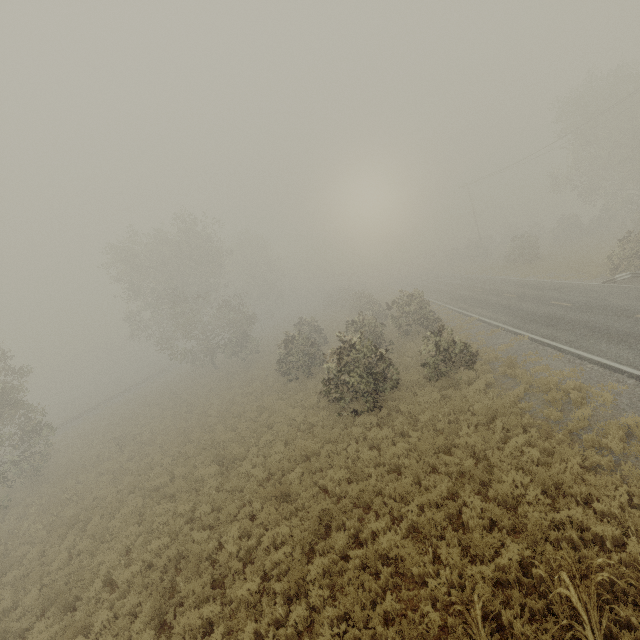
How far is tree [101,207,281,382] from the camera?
31.14m

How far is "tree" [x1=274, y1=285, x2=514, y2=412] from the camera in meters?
14.7

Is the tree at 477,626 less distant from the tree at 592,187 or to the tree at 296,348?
the tree at 296,348

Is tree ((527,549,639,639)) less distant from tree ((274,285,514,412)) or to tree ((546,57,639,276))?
tree ((274,285,514,412))

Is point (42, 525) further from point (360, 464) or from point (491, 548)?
point (491, 548)

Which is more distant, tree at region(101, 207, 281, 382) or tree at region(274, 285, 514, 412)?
tree at region(101, 207, 281, 382)

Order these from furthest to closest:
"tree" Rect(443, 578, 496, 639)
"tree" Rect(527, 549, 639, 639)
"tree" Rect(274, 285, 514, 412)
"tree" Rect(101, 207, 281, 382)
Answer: "tree" Rect(101, 207, 281, 382) < "tree" Rect(274, 285, 514, 412) < "tree" Rect(443, 578, 496, 639) < "tree" Rect(527, 549, 639, 639)

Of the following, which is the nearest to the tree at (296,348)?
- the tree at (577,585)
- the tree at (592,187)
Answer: the tree at (577,585)
